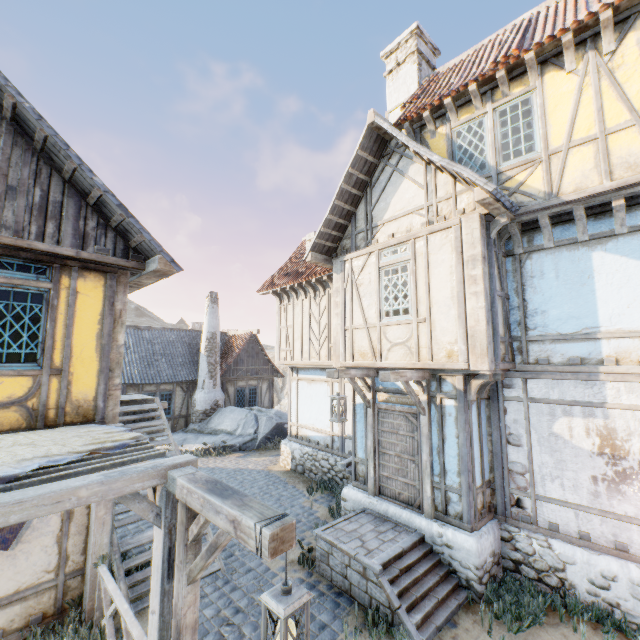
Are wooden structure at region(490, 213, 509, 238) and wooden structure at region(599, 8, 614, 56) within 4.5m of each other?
yes

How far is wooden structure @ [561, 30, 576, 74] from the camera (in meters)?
5.61

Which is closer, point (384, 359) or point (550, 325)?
point (550, 325)

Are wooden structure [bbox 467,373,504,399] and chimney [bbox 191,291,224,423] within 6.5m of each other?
no

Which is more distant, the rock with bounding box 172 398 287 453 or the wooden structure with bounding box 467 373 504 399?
the rock with bounding box 172 398 287 453

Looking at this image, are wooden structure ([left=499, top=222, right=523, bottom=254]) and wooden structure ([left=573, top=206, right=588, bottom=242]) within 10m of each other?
yes

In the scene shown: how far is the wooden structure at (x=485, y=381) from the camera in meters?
6.1 m

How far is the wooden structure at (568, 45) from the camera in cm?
561
